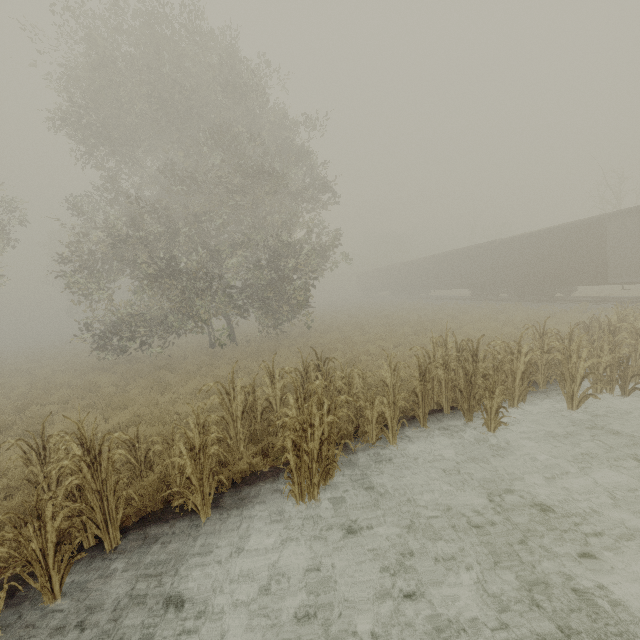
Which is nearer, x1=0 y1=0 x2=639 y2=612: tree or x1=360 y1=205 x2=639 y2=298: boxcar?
x1=0 y1=0 x2=639 y2=612: tree

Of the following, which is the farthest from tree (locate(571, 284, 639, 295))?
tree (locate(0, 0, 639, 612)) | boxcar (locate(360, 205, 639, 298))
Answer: tree (locate(0, 0, 639, 612))

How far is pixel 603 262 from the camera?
17.16m

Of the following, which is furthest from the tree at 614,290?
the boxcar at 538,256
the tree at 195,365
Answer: the tree at 195,365

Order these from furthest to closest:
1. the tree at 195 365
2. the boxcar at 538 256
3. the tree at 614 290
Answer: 1. the tree at 614 290
2. the boxcar at 538 256
3. the tree at 195 365

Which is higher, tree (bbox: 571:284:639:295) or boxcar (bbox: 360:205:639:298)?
boxcar (bbox: 360:205:639:298)

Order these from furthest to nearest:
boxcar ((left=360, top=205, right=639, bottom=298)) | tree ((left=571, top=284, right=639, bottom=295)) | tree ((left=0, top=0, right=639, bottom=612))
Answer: tree ((left=571, top=284, right=639, bottom=295)), boxcar ((left=360, top=205, right=639, bottom=298)), tree ((left=0, top=0, right=639, bottom=612))
